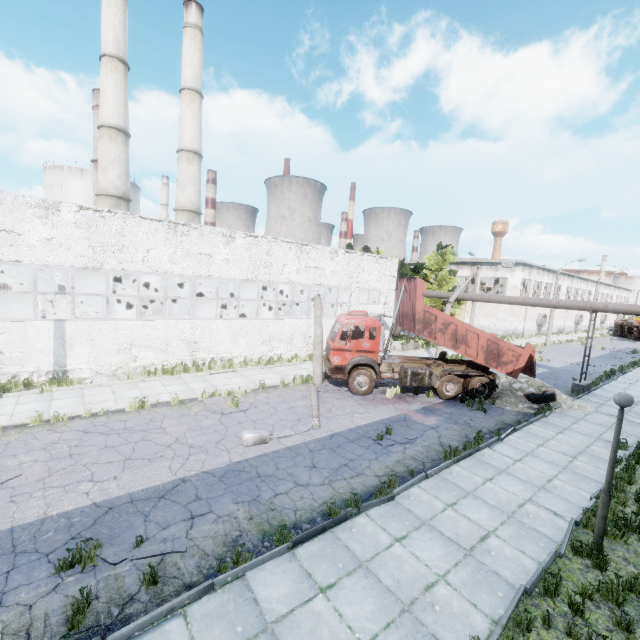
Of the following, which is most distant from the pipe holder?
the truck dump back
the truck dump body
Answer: the truck dump body

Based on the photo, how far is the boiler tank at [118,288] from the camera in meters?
21.5 m

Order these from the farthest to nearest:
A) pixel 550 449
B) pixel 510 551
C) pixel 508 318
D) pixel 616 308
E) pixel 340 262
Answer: pixel 508 318, pixel 340 262, pixel 616 308, pixel 550 449, pixel 510 551

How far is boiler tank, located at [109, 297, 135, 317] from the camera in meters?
21.1 m

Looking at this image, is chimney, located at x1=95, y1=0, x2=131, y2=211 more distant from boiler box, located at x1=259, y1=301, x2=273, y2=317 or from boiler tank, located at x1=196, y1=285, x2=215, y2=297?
boiler box, located at x1=259, y1=301, x2=273, y2=317

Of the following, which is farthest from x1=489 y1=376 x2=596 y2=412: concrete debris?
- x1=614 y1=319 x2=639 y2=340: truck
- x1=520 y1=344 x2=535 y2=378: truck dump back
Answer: x1=614 y1=319 x2=639 y2=340: truck

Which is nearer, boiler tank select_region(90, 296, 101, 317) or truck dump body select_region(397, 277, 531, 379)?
truck dump body select_region(397, 277, 531, 379)

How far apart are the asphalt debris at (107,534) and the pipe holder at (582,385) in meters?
22.2 m
